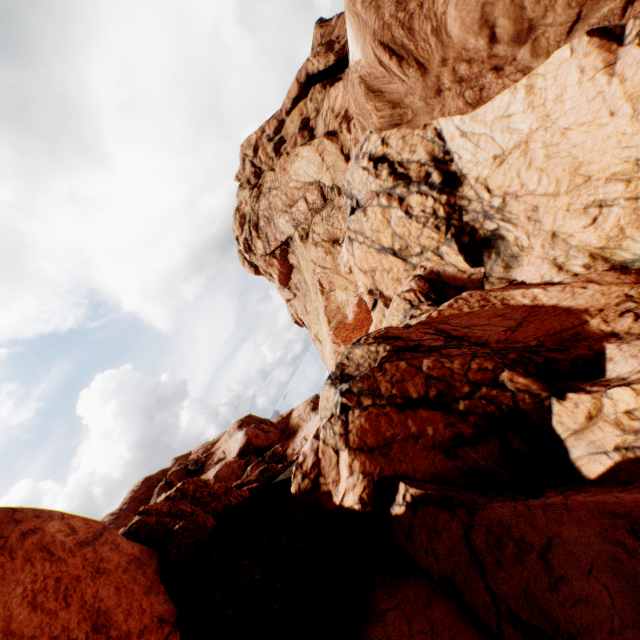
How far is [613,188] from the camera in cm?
889
